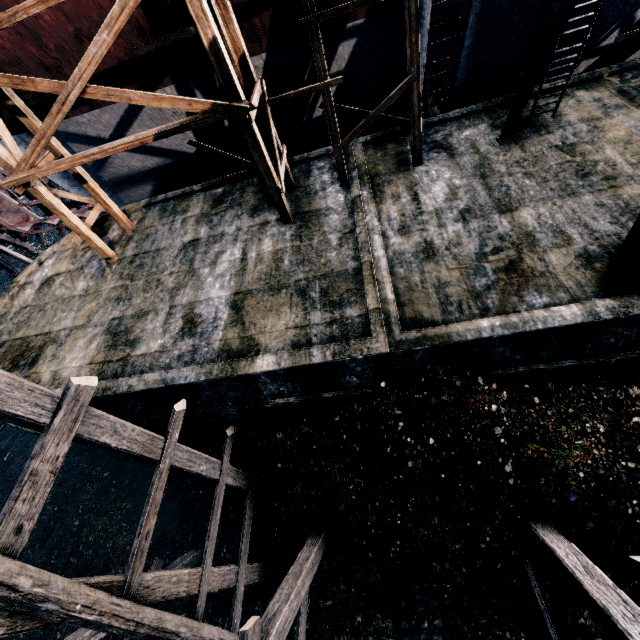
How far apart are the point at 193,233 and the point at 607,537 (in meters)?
16.51

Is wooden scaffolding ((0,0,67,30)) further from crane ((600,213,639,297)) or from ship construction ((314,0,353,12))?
crane ((600,213,639,297))

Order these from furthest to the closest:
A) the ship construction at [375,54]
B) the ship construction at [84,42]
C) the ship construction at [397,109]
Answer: the ship construction at [397,109] → the ship construction at [375,54] → the ship construction at [84,42]

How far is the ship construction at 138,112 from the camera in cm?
1292

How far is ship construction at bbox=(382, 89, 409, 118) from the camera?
13.63m

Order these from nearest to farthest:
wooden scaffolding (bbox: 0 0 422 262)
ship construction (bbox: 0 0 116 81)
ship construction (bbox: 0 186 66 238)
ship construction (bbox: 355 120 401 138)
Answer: wooden scaffolding (bbox: 0 0 422 262), ship construction (bbox: 0 0 116 81), ship construction (bbox: 355 120 401 138), ship construction (bbox: 0 186 66 238)

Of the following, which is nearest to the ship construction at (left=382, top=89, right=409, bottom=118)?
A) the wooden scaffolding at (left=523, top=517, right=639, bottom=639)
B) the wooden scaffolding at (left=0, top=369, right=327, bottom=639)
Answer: the wooden scaffolding at (left=0, top=369, right=327, bottom=639)

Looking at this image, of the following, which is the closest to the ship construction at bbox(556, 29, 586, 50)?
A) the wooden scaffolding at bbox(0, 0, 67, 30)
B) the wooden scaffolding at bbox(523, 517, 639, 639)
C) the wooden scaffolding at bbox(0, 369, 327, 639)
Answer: the wooden scaffolding at bbox(0, 0, 67, 30)
